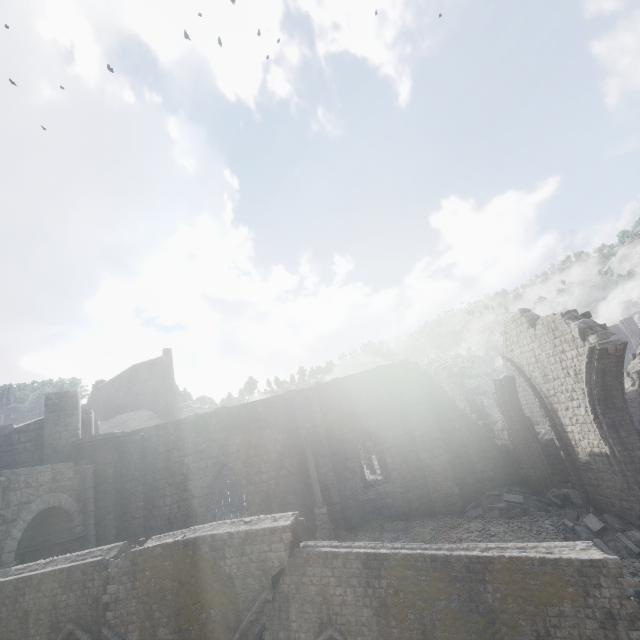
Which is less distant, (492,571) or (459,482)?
(492,571)

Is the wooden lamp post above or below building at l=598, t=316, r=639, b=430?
below

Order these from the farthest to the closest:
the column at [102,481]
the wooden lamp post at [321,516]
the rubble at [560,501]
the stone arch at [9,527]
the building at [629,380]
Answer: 1. the building at [629,380]
2. the column at [102,481]
3. the wooden lamp post at [321,516]
4. the stone arch at [9,527]
5. the rubble at [560,501]

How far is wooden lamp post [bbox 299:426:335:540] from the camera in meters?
13.9

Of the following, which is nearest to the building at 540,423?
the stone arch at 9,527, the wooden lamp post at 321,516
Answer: the stone arch at 9,527

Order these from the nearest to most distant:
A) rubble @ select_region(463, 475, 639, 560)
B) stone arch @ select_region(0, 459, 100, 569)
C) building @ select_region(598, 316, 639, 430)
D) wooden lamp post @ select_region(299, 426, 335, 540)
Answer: rubble @ select_region(463, 475, 639, 560) → stone arch @ select_region(0, 459, 100, 569) → wooden lamp post @ select_region(299, 426, 335, 540) → building @ select_region(598, 316, 639, 430)

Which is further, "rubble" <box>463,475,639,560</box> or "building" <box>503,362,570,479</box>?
"building" <box>503,362,570,479</box>

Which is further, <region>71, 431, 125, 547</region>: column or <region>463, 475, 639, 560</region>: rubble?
<region>71, 431, 125, 547</region>: column
